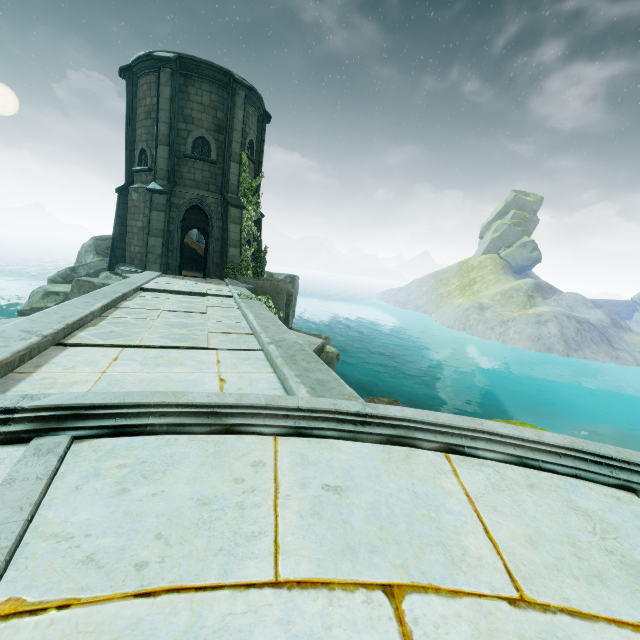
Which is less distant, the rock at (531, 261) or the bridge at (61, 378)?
the bridge at (61, 378)

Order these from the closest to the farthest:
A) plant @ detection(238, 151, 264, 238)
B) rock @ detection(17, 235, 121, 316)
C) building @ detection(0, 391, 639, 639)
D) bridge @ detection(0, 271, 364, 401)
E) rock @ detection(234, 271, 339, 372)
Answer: building @ detection(0, 391, 639, 639) → bridge @ detection(0, 271, 364, 401) → rock @ detection(17, 235, 121, 316) → rock @ detection(234, 271, 339, 372) → plant @ detection(238, 151, 264, 238)

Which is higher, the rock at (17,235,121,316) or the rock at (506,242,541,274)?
the rock at (506,242,541,274)

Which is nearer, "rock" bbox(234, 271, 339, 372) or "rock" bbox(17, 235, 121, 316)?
"rock" bbox(17, 235, 121, 316)

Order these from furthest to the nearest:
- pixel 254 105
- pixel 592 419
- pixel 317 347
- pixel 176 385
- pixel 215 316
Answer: pixel 592 419
pixel 254 105
pixel 215 316
pixel 317 347
pixel 176 385

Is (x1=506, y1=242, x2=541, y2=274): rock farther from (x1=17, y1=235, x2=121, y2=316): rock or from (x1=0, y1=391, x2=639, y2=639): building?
(x1=0, y1=391, x2=639, y2=639): building

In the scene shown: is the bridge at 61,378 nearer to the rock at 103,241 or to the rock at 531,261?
the rock at 103,241

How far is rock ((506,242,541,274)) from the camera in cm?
5888
